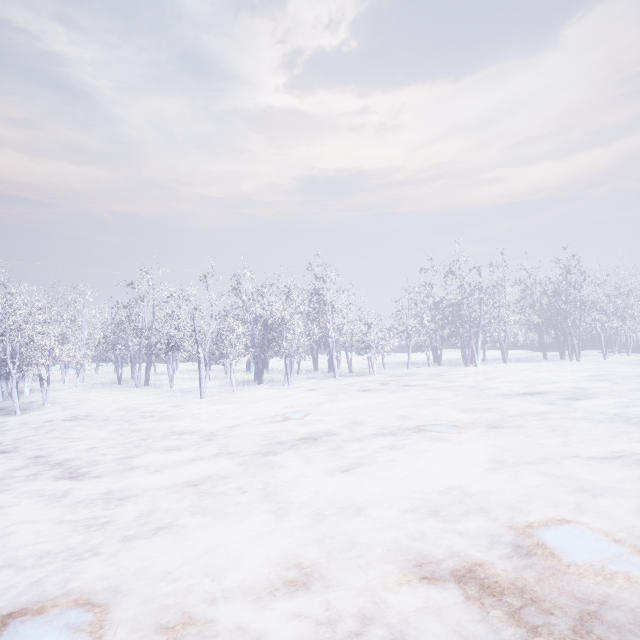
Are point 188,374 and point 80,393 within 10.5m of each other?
yes
